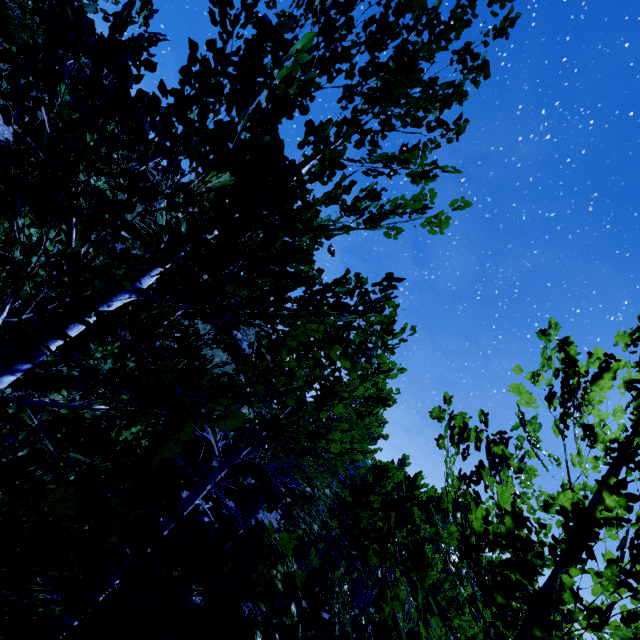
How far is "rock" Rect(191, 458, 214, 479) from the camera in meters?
13.2 m

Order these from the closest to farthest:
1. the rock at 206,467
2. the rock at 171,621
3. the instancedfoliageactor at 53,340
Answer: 1. the instancedfoliageactor at 53,340
2. the rock at 171,621
3. the rock at 206,467

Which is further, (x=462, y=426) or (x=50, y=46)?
(x=462, y=426)

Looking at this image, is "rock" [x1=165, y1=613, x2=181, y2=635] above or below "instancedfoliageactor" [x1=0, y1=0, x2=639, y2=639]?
below

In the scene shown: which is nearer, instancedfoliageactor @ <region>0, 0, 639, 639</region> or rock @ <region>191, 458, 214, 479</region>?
instancedfoliageactor @ <region>0, 0, 639, 639</region>

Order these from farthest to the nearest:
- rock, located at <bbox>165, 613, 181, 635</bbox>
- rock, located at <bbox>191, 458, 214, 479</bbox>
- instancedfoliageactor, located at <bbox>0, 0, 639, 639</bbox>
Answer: rock, located at <bbox>191, 458, 214, 479</bbox> → rock, located at <bbox>165, 613, 181, 635</bbox> → instancedfoliageactor, located at <bbox>0, 0, 639, 639</bbox>

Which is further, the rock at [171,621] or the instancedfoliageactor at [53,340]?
the rock at [171,621]
